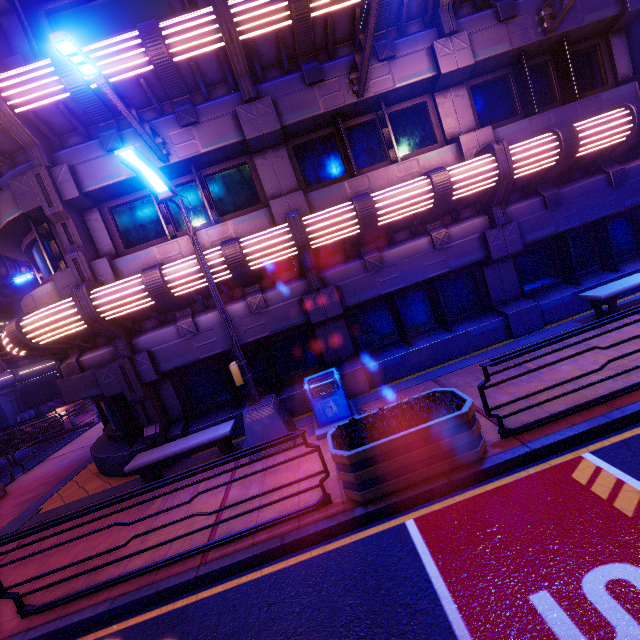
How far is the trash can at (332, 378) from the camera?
7.1m

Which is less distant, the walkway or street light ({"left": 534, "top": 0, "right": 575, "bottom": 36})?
street light ({"left": 534, "top": 0, "right": 575, "bottom": 36})

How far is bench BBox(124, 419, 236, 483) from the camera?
7.1m

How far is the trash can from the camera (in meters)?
7.11

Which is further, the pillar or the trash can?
the pillar

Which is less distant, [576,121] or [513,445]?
[513,445]

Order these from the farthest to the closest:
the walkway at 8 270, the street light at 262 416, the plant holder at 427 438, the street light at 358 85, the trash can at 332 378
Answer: the walkway at 8 270 → the trash can at 332 378 → the street light at 358 85 → the street light at 262 416 → the plant holder at 427 438

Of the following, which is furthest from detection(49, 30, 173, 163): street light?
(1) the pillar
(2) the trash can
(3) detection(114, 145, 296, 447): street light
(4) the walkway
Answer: (4) the walkway
